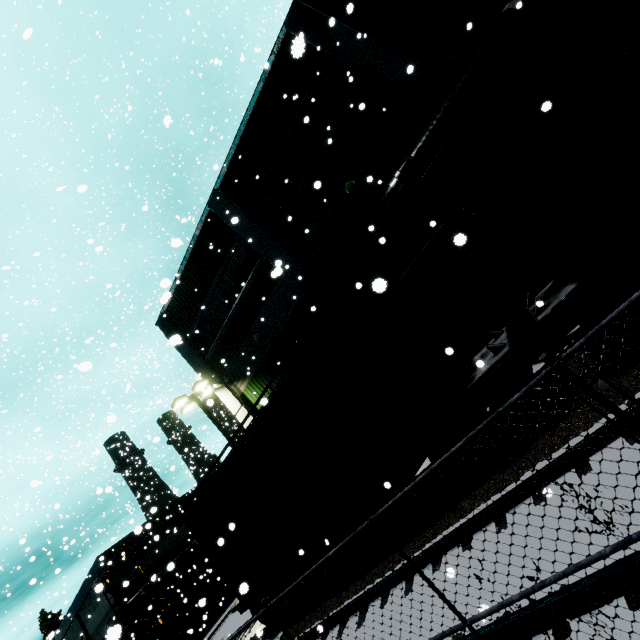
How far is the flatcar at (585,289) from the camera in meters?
5.5 m

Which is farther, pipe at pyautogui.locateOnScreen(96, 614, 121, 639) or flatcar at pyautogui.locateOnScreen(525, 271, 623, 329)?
flatcar at pyautogui.locateOnScreen(525, 271, 623, 329)

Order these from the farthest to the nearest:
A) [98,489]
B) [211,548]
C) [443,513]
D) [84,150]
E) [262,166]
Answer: [84,150] → [262,166] → [211,548] → [98,489] → [443,513]

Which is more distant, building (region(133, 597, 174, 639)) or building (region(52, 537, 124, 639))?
building (region(52, 537, 124, 639))

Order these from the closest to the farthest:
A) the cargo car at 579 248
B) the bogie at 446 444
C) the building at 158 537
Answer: the cargo car at 579 248, the bogie at 446 444, the building at 158 537

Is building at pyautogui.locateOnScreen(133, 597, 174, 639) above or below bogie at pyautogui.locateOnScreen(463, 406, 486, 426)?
above

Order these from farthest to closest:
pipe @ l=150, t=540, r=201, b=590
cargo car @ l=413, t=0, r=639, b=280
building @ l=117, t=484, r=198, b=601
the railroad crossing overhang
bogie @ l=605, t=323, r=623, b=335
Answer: building @ l=117, t=484, r=198, b=601, the railroad crossing overhang, pipe @ l=150, t=540, r=201, b=590, bogie @ l=605, t=323, r=623, b=335, cargo car @ l=413, t=0, r=639, b=280

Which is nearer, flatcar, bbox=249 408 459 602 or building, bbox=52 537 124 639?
flatcar, bbox=249 408 459 602
